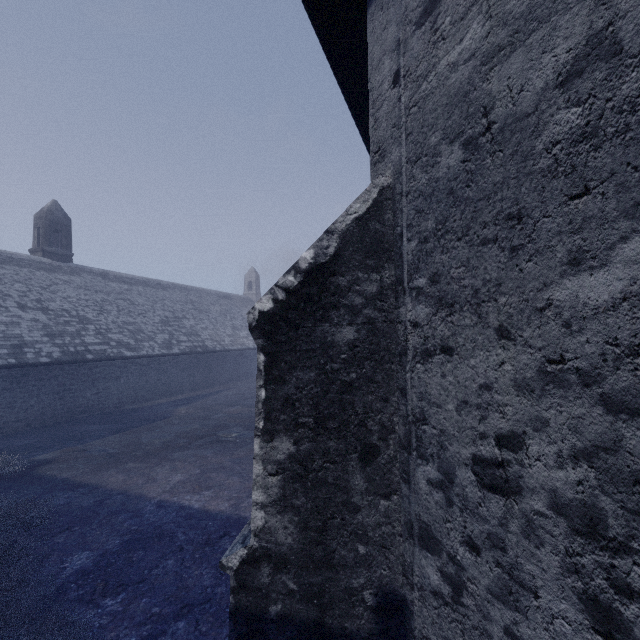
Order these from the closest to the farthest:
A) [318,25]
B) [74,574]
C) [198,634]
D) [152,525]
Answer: [318,25] < [198,634] < [74,574] < [152,525]
